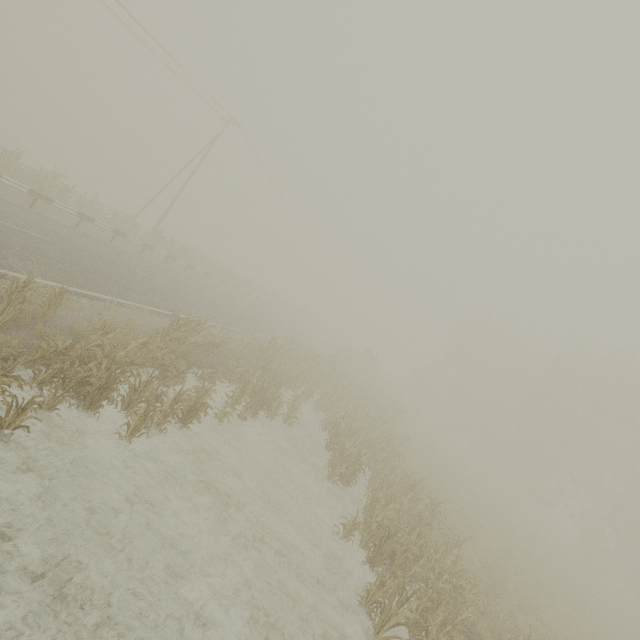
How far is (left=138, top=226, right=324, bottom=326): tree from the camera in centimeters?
2344cm

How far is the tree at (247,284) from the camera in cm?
2344

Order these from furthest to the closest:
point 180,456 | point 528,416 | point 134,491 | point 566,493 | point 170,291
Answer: point 566,493 → point 528,416 → point 170,291 → point 180,456 → point 134,491

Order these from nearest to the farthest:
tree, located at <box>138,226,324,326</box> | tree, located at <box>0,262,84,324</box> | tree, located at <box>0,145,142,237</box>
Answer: tree, located at <box>0,262,84,324</box> → tree, located at <box>0,145,142,237</box> → tree, located at <box>138,226,324,326</box>

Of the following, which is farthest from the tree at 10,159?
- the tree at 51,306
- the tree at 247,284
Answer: the tree at 51,306

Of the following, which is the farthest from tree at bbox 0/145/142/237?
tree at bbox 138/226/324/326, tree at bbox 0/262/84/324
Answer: tree at bbox 0/262/84/324

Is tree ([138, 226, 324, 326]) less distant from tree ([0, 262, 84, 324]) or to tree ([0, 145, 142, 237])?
tree ([0, 145, 142, 237])
